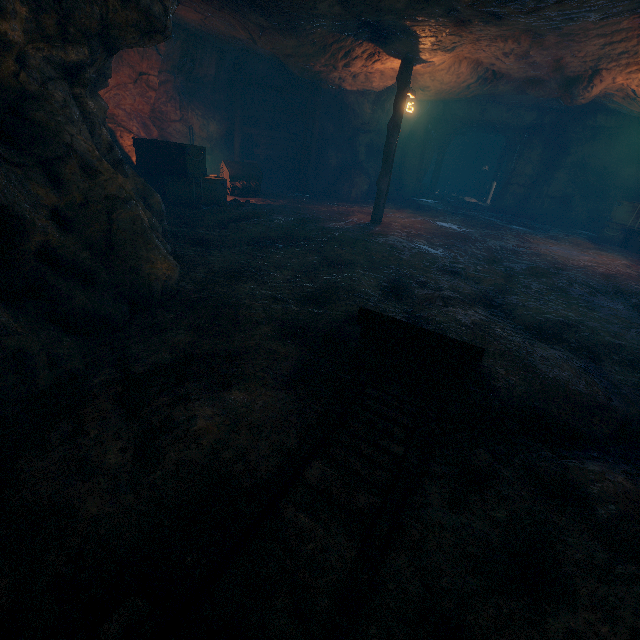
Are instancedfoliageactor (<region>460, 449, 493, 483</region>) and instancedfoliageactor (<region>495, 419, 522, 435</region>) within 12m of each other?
yes

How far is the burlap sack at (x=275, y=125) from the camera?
15.9 meters

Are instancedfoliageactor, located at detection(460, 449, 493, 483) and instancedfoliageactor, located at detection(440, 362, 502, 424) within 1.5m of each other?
yes

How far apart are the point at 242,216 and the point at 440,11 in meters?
6.5

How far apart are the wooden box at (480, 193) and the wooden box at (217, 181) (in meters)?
21.75

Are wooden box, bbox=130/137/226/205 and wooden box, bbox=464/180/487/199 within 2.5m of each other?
no

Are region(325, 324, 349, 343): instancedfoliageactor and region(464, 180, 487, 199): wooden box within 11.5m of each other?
no

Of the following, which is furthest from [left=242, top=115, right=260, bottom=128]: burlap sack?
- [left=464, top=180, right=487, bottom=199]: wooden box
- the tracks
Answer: [left=464, top=180, right=487, bottom=199]: wooden box
